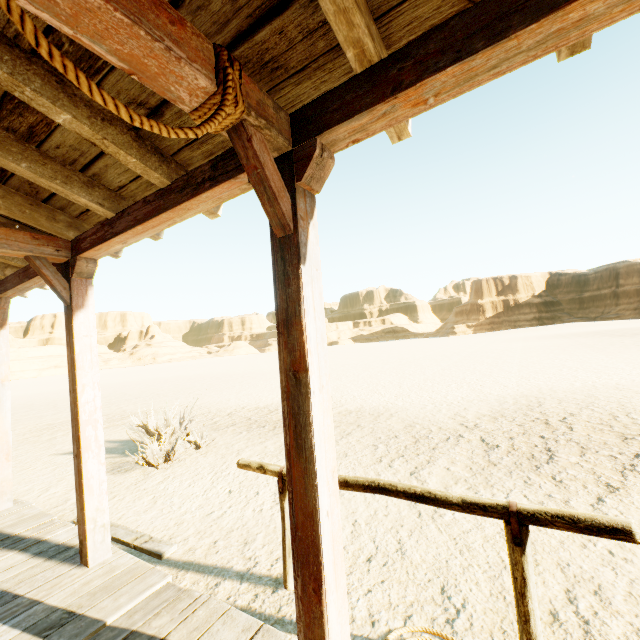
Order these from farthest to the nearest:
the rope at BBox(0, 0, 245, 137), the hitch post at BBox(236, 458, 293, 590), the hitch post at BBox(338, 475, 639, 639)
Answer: the hitch post at BBox(236, 458, 293, 590) < the hitch post at BBox(338, 475, 639, 639) < the rope at BBox(0, 0, 245, 137)

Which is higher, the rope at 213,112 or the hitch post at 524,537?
the rope at 213,112

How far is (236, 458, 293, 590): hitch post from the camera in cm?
278

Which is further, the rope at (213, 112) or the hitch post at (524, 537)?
the hitch post at (524, 537)

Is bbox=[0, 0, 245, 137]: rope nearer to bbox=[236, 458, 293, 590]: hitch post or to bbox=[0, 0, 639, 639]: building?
bbox=[0, 0, 639, 639]: building

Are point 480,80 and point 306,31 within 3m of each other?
yes
